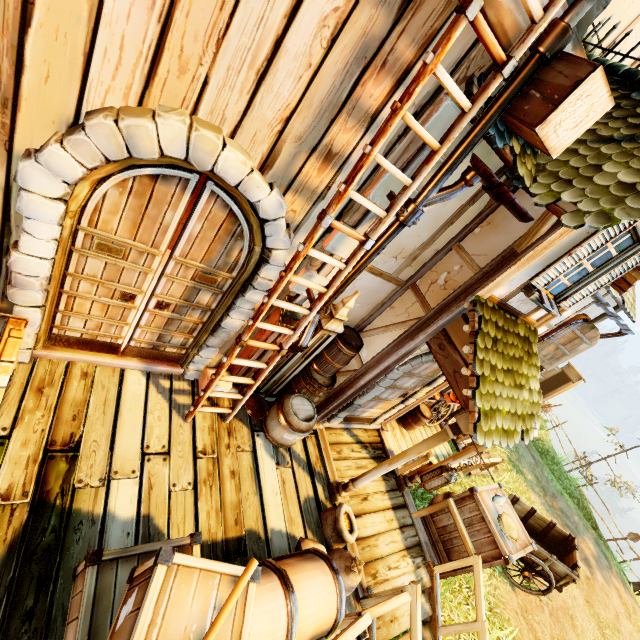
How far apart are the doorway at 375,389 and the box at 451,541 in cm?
167

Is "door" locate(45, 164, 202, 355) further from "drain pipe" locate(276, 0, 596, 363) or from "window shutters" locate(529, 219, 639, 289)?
"window shutters" locate(529, 219, 639, 289)

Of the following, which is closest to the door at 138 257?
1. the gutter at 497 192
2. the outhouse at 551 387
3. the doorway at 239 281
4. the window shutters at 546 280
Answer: the doorway at 239 281

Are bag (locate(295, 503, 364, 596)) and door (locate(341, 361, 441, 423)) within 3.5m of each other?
yes

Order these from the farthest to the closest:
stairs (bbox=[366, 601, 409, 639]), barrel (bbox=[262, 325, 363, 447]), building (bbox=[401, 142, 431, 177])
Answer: barrel (bbox=[262, 325, 363, 447]) → stairs (bbox=[366, 601, 409, 639]) → building (bbox=[401, 142, 431, 177])

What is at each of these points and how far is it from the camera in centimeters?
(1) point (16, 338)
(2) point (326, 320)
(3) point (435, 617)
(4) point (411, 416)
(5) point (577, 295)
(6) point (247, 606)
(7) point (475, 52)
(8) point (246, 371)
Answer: (1) box, 305cm
(2) tower, 449cm
(3) stairs, 514cm
(4) barrel, 855cm
(5) window shutters, 450cm
(6) box, 245cm
(7) tower, 269cm
(8) tower, 503cm

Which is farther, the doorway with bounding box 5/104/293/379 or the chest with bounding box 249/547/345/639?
the chest with bounding box 249/547/345/639

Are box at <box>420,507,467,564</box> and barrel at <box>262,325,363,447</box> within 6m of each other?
yes
